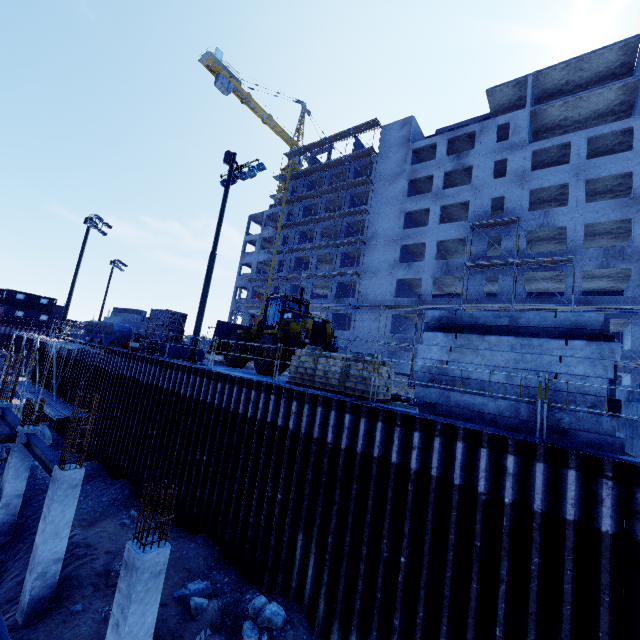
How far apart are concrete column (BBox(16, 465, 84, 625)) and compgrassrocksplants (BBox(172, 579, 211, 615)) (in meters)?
3.35

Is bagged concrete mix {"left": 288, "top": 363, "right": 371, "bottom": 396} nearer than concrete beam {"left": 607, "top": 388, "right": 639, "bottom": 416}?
No

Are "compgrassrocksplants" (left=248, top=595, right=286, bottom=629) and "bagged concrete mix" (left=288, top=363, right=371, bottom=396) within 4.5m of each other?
no

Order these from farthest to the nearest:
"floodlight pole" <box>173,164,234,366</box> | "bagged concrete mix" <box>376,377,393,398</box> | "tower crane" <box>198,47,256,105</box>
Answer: "tower crane" <box>198,47,256,105</box> → "floodlight pole" <box>173,164,234,366</box> → "bagged concrete mix" <box>376,377,393,398</box>

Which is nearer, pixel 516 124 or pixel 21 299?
pixel 516 124

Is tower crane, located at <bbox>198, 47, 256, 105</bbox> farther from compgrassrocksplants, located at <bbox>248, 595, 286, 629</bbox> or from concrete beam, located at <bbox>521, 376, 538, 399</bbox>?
compgrassrocksplants, located at <bbox>248, 595, 286, 629</bbox>

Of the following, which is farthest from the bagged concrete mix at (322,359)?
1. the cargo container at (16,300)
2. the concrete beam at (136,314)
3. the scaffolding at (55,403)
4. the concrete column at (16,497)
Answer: the cargo container at (16,300)

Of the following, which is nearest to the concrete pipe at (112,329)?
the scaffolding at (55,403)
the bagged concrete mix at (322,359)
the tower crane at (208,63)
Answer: the scaffolding at (55,403)
